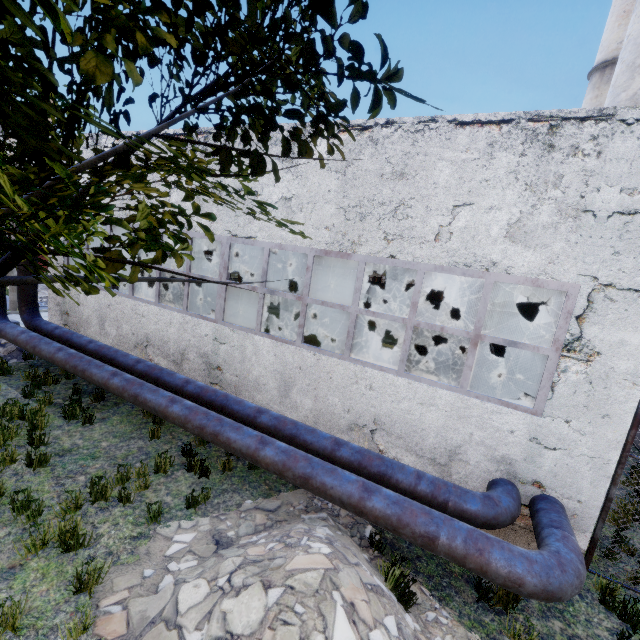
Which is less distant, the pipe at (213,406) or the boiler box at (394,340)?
the pipe at (213,406)

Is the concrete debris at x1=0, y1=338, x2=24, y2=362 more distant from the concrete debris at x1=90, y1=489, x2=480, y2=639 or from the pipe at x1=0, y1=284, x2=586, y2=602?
the concrete debris at x1=90, y1=489, x2=480, y2=639

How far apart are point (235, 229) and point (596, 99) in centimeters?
2351cm

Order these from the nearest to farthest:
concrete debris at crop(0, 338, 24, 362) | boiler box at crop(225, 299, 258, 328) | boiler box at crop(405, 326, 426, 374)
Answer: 1. boiler box at crop(225, 299, 258, 328)
2. concrete debris at crop(0, 338, 24, 362)
3. boiler box at crop(405, 326, 426, 374)

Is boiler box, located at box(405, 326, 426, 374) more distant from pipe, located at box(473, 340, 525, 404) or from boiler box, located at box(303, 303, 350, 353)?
pipe, located at box(473, 340, 525, 404)

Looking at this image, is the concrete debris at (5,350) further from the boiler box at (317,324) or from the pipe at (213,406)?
the boiler box at (317,324)

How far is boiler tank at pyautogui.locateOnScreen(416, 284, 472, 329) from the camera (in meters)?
15.98

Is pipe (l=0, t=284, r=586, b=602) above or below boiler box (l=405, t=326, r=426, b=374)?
below
